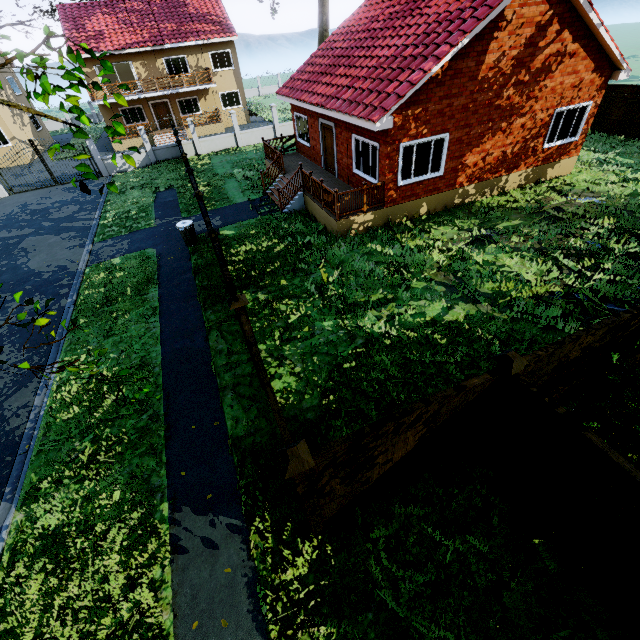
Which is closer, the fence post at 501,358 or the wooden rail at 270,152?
the fence post at 501,358

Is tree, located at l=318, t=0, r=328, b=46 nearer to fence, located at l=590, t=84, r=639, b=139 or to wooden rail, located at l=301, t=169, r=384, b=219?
fence, located at l=590, t=84, r=639, b=139

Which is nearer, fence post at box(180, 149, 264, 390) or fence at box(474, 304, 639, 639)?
fence at box(474, 304, 639, 639)

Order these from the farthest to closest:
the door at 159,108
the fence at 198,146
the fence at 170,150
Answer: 1. the door at 159,108
2. the fence at 198,146
3. the fence at 170,150

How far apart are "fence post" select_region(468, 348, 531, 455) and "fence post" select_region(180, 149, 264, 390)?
6.44m

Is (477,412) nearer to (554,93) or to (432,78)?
(432,78)

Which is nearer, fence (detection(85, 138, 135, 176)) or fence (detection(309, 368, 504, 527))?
fence (detection(309, 368, 504, 527))

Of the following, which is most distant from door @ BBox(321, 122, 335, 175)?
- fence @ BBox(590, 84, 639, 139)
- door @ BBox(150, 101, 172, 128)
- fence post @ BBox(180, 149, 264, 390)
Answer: door @ BBox(150, 101, 172, 128)
